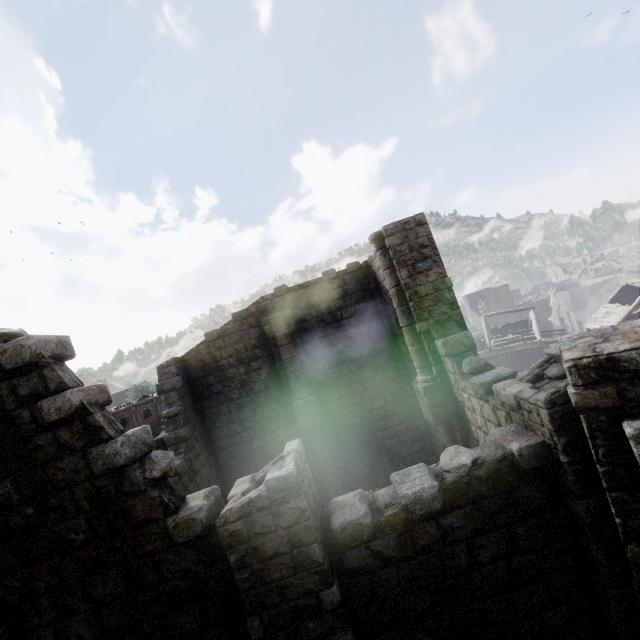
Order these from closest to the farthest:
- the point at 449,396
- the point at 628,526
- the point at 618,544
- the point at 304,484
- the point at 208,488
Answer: the point at 628,526 < the point at 618,544 < the point at 304,484 < the point at 208,488 < the point at 449,396
